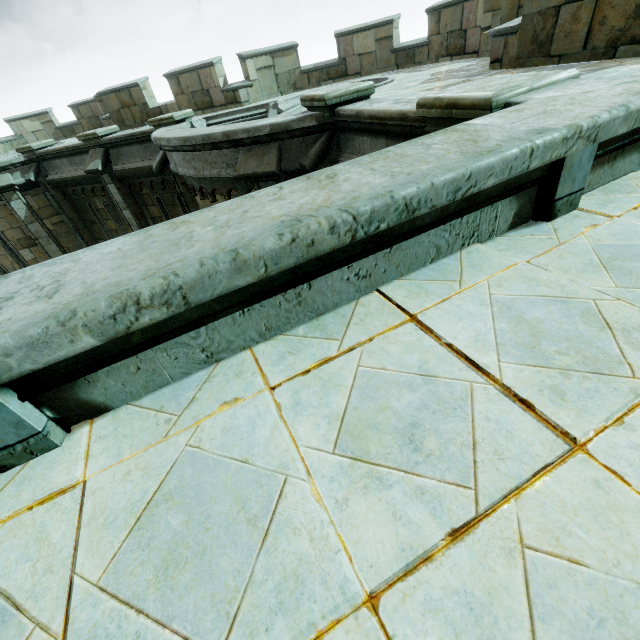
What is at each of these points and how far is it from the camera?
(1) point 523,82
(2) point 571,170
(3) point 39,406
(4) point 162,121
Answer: (1) stair, 2.9m
(2) stone column, 2.0m
(3) stone column, 1.4m
(4) stone cap, 9.2m

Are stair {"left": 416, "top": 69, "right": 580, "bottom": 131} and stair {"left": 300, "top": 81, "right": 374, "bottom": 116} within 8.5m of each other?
yes

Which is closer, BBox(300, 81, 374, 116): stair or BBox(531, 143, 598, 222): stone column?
BBox(531, 143, 598, 222): stone column

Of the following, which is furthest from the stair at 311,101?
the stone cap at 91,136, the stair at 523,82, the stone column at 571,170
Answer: the stone cap at 91,136

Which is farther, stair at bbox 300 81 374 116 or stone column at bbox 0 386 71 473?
stair at bbox 300 81 374 116

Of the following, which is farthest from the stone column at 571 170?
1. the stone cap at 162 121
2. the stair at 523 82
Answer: the stone cap at 162 121

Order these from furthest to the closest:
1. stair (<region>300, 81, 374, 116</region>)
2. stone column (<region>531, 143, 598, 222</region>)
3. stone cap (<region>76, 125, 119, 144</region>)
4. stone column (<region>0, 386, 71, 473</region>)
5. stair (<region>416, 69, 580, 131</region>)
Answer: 1. stone cap (<region>76, 125, 119, 144</region>)
2. stair (<region>300, 81, 374, 116</region>)
3. stair (<region>416, 69, 580, 131</region>)
4. stone column (<region>531, 143, 598, 222</region>)
5. stone column (<region>0, 386, 71, 473</region>)

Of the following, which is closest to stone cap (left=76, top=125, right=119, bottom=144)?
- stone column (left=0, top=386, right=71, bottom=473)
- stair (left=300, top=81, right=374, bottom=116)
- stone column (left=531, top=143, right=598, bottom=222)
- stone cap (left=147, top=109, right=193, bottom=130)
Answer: stone cap (left=147, top=109, right=193, bottom=130)
